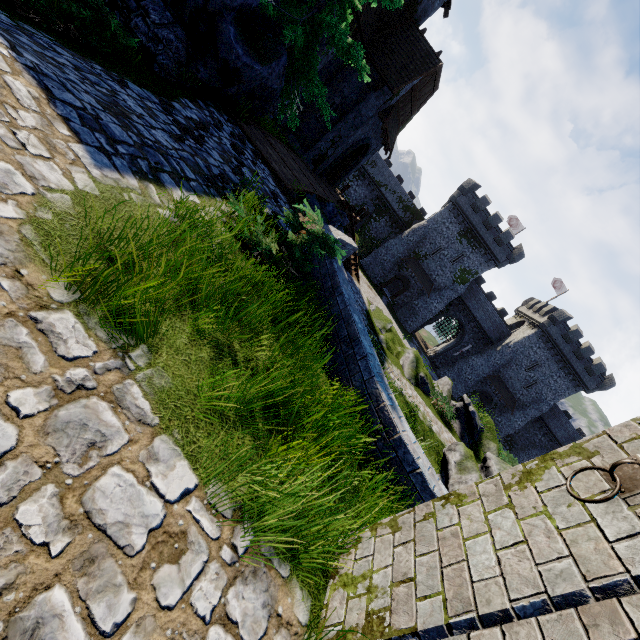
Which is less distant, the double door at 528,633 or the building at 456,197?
the double door at 528,633

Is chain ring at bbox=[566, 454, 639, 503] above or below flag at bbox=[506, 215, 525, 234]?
below

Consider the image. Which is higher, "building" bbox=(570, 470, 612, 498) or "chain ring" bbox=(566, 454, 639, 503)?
"chain ring" bbox=(566, 454, 639, 503)

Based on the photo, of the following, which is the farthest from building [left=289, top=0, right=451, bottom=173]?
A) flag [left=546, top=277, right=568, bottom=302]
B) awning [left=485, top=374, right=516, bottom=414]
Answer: flag [left=546, top=277, right=568, bottom=302]

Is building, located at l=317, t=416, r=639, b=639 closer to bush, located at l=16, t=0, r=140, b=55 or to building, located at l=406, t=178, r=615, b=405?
bush, located at l=16, t=0, r=140, b=55

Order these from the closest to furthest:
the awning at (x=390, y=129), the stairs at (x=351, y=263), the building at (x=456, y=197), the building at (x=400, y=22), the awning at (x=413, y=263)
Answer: the building at (x=400, y=22) < the awning at (x=390, y=129) < the stairs at (x=351, y=263) < the building at (x=456, y=197) < the awning at (x=413, y=263)

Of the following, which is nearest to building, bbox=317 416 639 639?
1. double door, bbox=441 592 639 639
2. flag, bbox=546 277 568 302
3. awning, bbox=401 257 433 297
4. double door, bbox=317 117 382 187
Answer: double door, bbox=441 592 639 639

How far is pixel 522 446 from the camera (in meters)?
46.25
